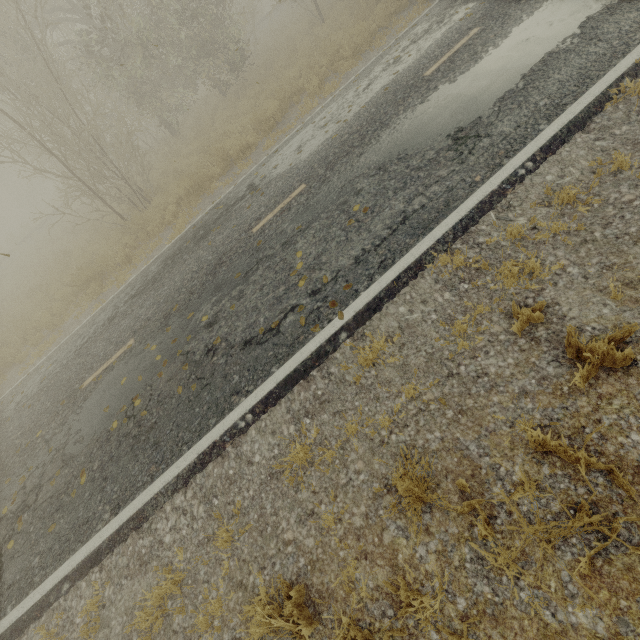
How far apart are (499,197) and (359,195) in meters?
2.3
